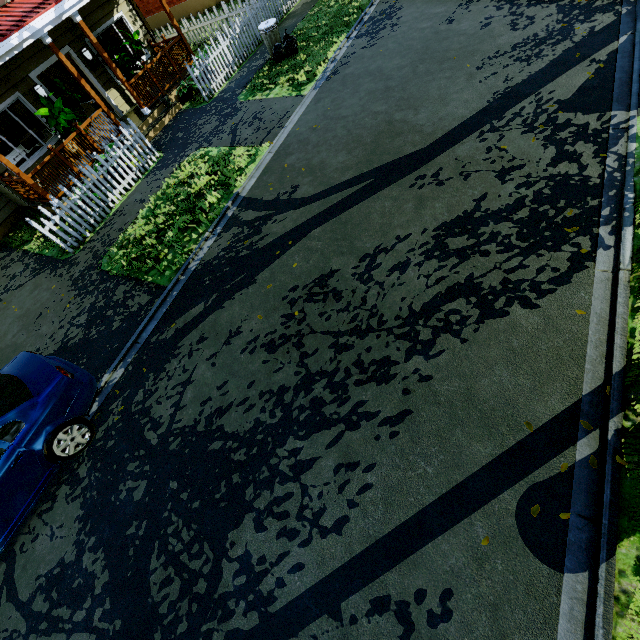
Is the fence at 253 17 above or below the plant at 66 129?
below

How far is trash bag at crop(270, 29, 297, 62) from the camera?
10.5m

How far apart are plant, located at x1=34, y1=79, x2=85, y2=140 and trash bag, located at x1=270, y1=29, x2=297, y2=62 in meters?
6.0 m

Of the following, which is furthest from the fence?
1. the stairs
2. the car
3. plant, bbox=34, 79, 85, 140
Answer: the car

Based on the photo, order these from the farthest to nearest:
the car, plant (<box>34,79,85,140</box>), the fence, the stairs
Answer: the stairs → the fence → plant (<box>34,79,85,140</box>) → the car

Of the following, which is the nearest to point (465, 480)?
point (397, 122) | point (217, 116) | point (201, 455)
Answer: point (201, 455)

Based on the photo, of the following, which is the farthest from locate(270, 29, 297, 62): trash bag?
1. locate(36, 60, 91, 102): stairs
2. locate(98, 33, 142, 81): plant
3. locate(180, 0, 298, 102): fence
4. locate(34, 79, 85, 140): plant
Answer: locate(36, 60, 91, 102): stairs

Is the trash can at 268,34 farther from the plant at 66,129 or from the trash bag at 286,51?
the plant at 66,129
